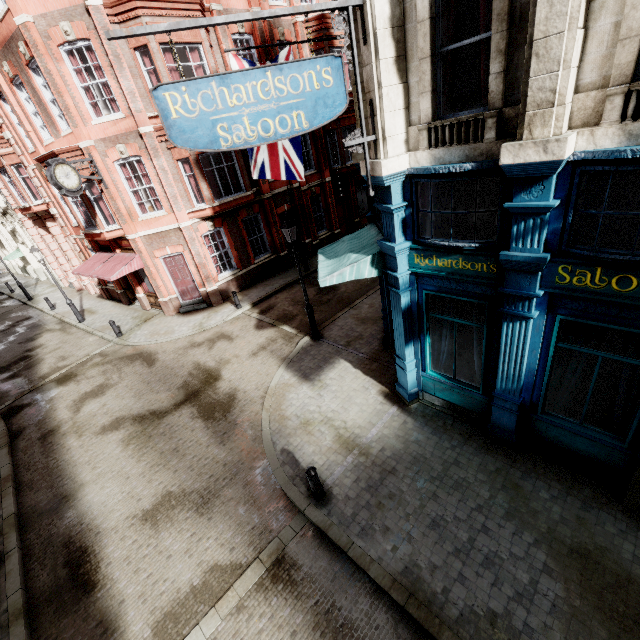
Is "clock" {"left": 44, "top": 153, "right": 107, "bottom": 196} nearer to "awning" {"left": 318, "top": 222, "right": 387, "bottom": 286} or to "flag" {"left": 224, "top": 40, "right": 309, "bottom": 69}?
"flag" {"left": 224, "top": 40, "right": 309, "bottom": 69}

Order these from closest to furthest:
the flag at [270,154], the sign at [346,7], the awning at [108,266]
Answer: the sign at [346,7], the flag at [270,154], the awning at [108,266]

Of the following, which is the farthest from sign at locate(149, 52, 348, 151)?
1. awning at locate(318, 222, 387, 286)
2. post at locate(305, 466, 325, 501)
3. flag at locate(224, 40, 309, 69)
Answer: post at locate(305, 466, 325, 501)

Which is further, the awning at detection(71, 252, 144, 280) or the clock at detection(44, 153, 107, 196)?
the awning at detection(71, 252, 144, 280)

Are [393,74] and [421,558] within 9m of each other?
yes

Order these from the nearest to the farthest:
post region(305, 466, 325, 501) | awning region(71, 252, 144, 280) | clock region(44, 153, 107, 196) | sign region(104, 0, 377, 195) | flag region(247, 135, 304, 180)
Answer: sign region(104, 0, 377, 195)
post region(305, 466, 325, 501)
flag region(247, 135, 304, 180)
clock region(44, 153, 107, 196)
awning region(71, 252, 144, 280)

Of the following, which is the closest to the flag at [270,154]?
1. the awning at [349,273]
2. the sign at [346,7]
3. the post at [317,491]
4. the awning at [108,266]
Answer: the awning at [349,273]
